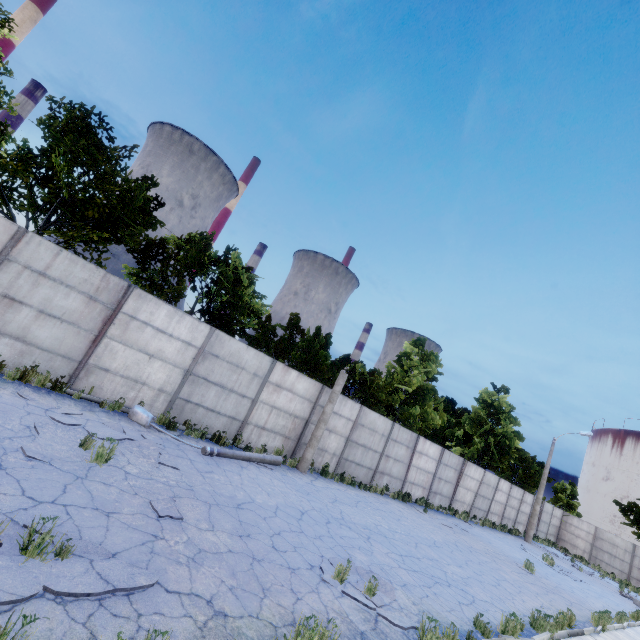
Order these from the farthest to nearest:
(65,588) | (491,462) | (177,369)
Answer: (491,462), (177,369), (65,588)

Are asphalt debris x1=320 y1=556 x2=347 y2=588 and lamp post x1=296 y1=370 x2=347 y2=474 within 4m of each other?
no

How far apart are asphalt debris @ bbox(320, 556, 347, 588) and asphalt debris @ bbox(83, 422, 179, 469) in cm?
397

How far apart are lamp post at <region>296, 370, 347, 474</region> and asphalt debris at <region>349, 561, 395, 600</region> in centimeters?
648cm

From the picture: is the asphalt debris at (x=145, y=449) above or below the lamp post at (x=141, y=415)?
below

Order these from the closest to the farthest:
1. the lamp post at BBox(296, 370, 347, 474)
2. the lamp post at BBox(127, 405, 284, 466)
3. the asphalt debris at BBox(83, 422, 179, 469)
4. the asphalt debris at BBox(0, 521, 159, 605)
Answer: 1. the asphalt debris at BBox(0, 521, 159, 605)
2. the asphalt debris at BBox(83, 422, 179, 469)
3. the lamp post at BBox(127, 405, 284, 466)
4. the lamp post at BBox(296, 370, 347, 474)

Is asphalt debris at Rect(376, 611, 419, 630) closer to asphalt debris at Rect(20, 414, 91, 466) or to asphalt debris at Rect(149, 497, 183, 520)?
asphalt debris at Rect(149, 497, 183, 520)

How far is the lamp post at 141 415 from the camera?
9.7 meters
